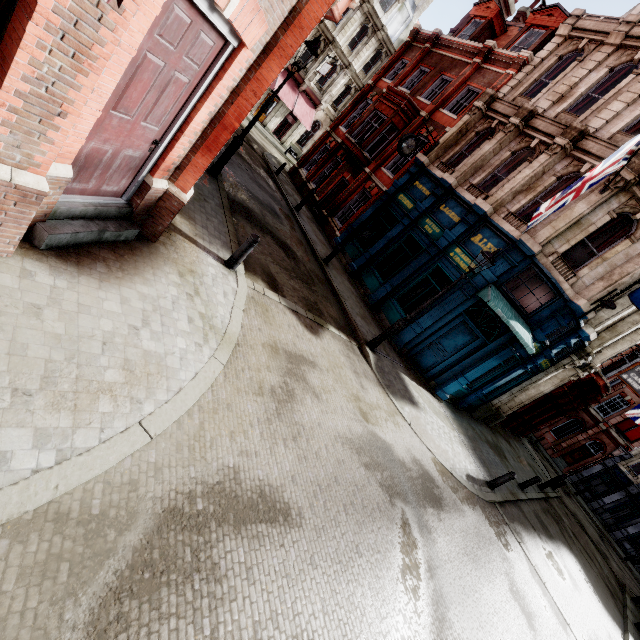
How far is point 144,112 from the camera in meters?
3.8 m

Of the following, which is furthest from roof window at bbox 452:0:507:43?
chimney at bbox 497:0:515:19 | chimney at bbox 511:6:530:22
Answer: chimney at bbox 511:6:530:22

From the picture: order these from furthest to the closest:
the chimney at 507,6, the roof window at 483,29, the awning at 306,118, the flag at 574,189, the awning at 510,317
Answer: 1. the awning at 306,118
2. the chimney at 507,6
3. the roof window at 483,29
4. the awning at 510,317
5. the flag at 574,189

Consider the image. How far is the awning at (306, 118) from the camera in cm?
2984

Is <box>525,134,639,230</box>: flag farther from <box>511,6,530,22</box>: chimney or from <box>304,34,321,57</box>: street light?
<box>511,6,530,22</box>: chimney

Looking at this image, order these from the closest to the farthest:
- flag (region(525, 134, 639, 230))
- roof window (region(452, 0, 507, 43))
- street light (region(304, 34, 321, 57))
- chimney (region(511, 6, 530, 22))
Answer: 1. flag (region(525, 134, 639, 230))
2. street light (region(304, 34, 321, 57))
3. roof window (region(452, 0, 507, 43))
4. chimney (region(511, 6, 530, 22))

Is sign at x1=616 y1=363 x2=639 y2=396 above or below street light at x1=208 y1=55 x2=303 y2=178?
above

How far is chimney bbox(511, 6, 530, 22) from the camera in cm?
2166
